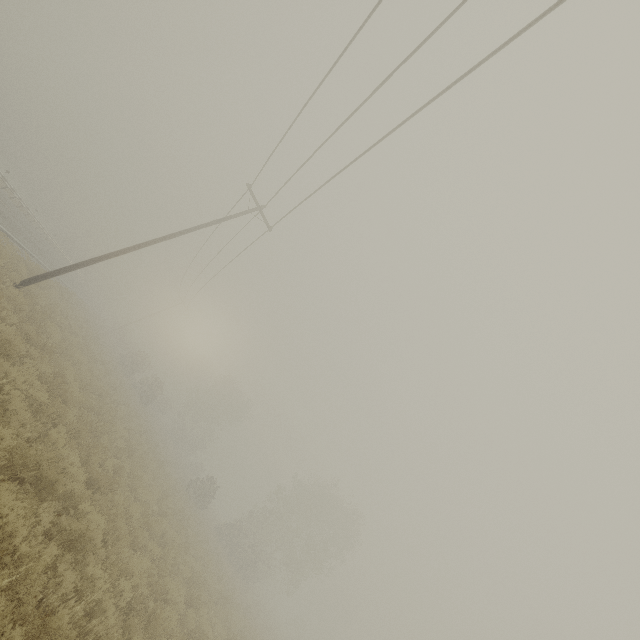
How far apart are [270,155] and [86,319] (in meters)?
27.78
